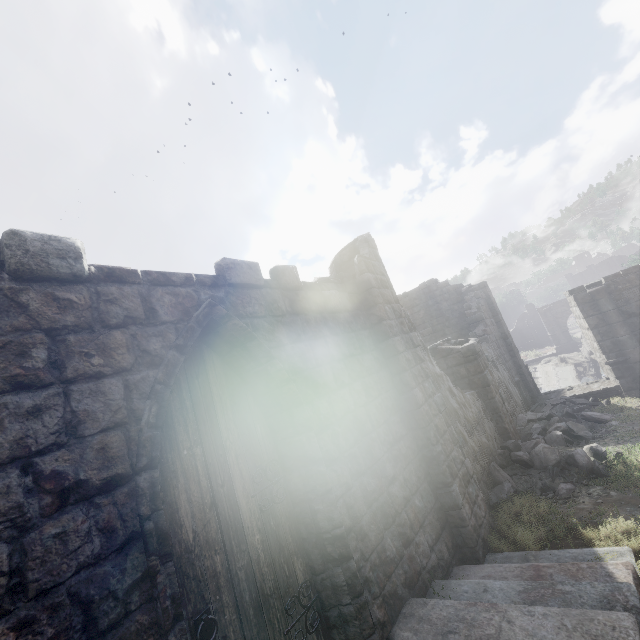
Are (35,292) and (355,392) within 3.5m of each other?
no

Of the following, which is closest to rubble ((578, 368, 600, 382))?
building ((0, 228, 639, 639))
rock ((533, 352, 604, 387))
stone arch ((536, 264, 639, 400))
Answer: rock ((533, 352, 604, 387))

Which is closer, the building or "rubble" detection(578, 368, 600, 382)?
the building

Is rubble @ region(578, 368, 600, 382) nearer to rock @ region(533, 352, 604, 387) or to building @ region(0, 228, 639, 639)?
rock @ region(533, 352, 604, 387)

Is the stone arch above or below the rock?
above

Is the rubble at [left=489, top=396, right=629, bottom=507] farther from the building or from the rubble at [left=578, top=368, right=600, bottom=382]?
the rubble at [left=578, top=368, right=600, bottom=382]

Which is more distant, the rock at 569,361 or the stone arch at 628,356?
the rock at 569,361

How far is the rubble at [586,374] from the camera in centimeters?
3155cm
